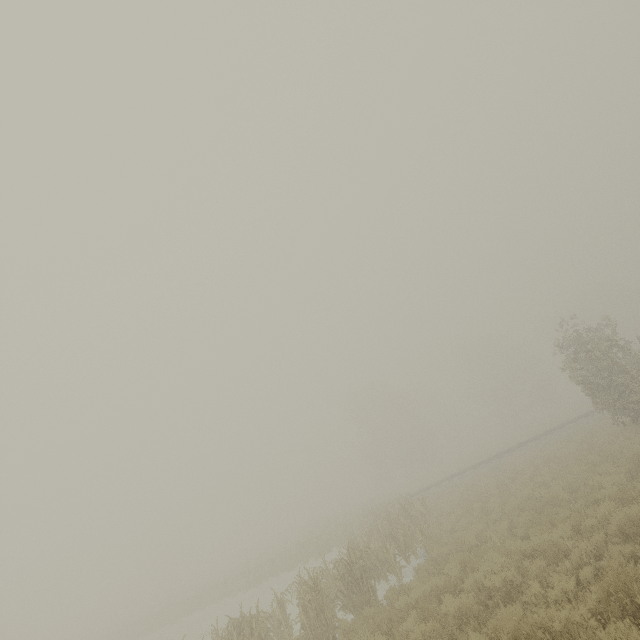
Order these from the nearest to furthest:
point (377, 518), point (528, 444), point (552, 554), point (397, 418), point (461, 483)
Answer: point (552, 554) < point (377, 518) < point (461, 483) < point (528, 444) < point (397, 418)

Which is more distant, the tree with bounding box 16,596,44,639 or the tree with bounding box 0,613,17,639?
the tree with bounding box 16,596,44,639

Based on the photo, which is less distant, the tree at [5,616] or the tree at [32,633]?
the tree at [5,616]
